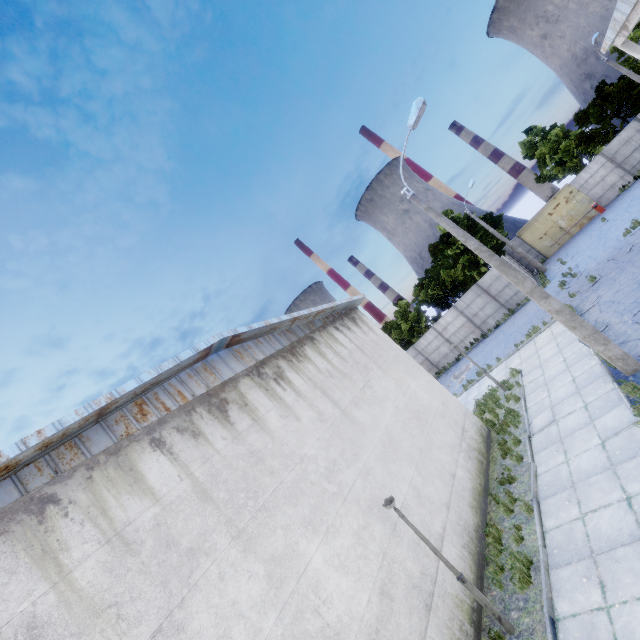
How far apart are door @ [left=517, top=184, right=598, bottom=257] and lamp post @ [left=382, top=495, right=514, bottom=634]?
33.7 meters

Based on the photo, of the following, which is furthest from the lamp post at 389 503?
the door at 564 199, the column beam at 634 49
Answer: the door at 564 199

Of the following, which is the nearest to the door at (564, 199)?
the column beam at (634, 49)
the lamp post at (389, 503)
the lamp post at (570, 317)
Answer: the column beam at (634, 49)

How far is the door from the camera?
29.6m

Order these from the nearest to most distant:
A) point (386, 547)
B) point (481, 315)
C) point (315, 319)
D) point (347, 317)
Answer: point (386, 547) < point (315, 319) < point (347, 317) < point (481, 315)

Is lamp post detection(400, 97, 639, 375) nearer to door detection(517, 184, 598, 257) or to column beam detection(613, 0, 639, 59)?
column beam detection(613, 0, 639, 59)

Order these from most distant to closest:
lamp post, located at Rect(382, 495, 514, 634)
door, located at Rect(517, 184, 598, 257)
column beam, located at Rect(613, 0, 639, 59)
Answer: door, located at Rect(517, 184, 598, 257) < column beam, located at Rect(613, 0, 639, 59) < lamp post, located at Rect(382, 495, 514, 634)

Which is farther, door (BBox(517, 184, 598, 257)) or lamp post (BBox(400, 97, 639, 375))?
door (BBox(517, 184, 598, 257))
